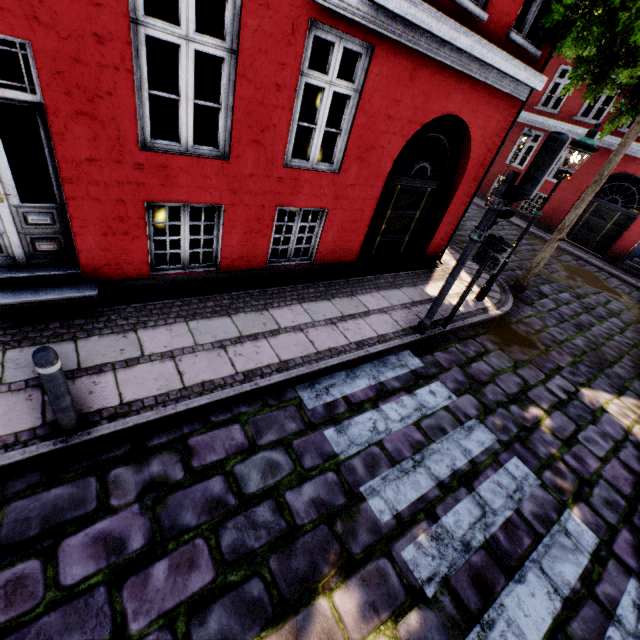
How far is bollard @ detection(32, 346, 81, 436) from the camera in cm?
252

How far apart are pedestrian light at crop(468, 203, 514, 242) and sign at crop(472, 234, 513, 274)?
0.52m

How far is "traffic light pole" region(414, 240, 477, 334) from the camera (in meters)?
5.06

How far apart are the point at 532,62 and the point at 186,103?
6.9m

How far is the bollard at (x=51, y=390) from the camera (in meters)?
2.52

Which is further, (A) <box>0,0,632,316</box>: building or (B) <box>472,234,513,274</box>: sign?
(B) <box>472,234,513,274</box>: sign

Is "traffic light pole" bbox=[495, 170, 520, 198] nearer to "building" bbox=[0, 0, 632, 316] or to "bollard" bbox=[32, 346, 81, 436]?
"building" bbox=[0, 0, 632, 316]

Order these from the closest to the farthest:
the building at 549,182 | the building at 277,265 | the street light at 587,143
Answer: the building at 277,265 → the street light at 587,143 → the building at 549,182
